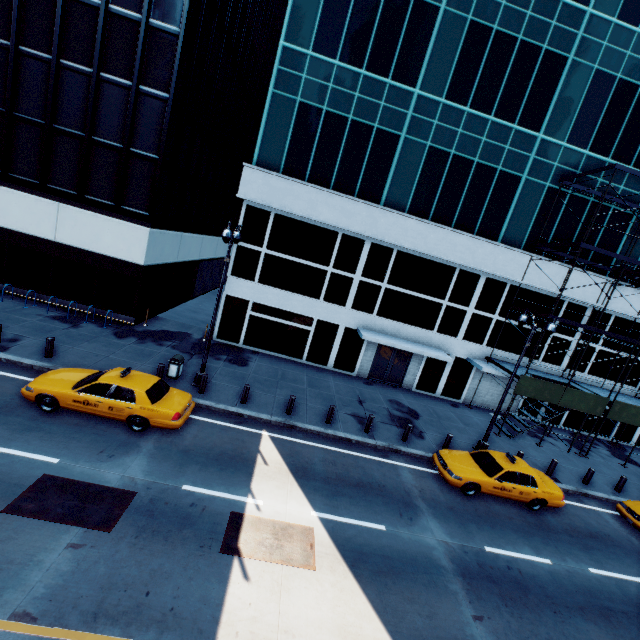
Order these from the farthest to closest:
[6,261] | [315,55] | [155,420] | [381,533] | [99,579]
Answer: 1. [6,261]
2. [315,55]
3. [155,420]
4. [381,533]
5. [99,579]

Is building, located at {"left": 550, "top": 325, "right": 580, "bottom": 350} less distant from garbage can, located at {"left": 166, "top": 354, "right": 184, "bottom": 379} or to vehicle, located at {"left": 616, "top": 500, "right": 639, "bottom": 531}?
garbage can, located at {"left": 166, "top": 354, "right": 184, "bottom": 379}

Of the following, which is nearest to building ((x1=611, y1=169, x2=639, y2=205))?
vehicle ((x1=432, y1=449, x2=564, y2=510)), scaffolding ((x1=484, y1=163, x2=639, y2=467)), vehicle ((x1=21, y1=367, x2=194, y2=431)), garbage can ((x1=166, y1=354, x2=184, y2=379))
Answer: scaffolding ((x1=484, y1=163, x2=639, y2=467))

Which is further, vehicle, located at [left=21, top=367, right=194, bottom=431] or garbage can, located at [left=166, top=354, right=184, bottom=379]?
garbage can, located at [left=166, top=354, right=184, bottom=379]

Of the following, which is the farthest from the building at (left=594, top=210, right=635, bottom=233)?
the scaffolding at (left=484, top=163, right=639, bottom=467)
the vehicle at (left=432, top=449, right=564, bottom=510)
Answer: the vehicle at (left=432, top=449, right=564, bottom=510)

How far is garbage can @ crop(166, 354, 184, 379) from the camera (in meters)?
14.58

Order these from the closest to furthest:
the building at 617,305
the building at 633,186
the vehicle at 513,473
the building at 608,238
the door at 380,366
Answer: the vehicle at 513,473, the building at 633,186, the building at 608,238, the building at 617,305, the door at 380,366

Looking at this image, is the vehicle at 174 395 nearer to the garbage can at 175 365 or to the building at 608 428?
the garbage can at 175 365
